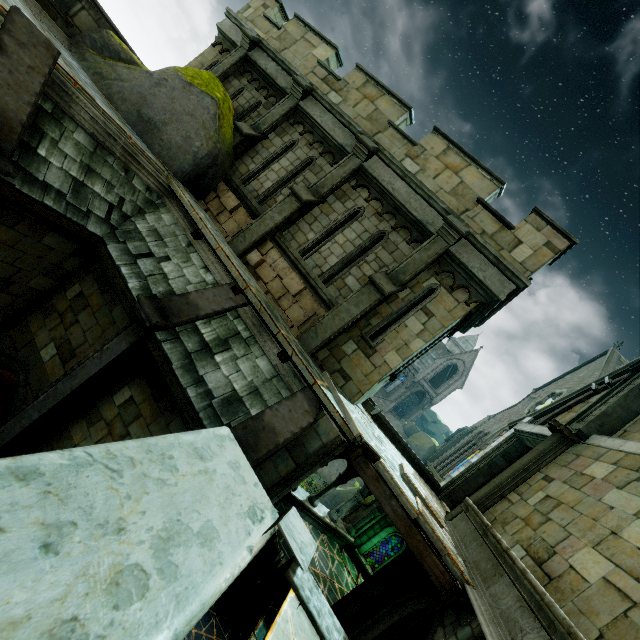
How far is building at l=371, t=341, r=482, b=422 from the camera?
44.53m

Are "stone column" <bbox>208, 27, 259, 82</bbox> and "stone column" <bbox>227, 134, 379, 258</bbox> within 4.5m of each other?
no

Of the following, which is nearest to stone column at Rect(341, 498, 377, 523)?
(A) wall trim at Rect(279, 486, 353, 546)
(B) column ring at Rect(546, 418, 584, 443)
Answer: (A) wall trim at Rect(279, 486, 353, 546)

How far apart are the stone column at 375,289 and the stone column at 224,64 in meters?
9.3

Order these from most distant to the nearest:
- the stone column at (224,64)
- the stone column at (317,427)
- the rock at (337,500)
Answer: the rock at (337,500), the stone column at (224,64), the stone column at (317,427)

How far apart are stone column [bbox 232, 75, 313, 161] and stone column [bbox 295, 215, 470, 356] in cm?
606

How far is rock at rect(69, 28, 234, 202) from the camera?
7.92m

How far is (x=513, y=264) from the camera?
7.6 meters
